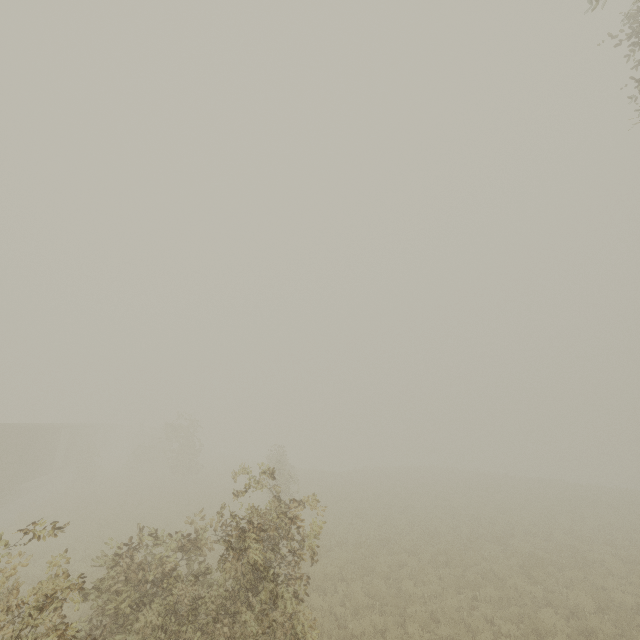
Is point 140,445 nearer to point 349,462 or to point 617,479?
point 349,462
